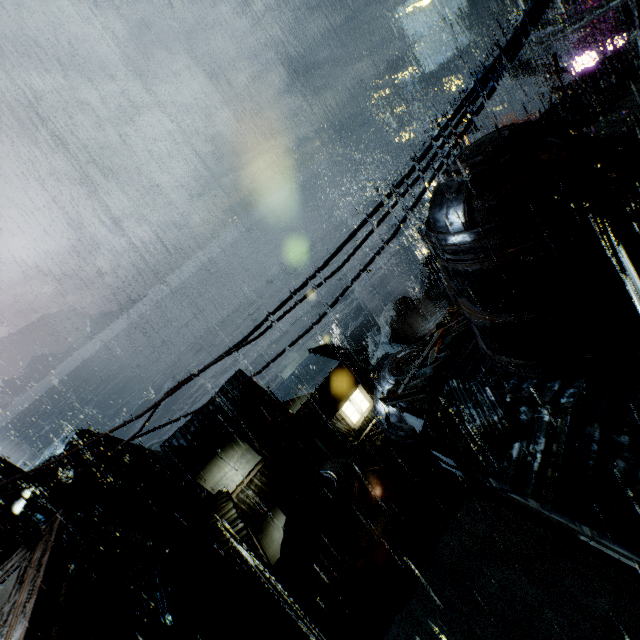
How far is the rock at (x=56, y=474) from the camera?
45.8 meters

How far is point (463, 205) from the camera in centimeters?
761cm

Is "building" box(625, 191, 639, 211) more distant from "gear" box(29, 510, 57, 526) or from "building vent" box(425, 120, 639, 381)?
"gear" box(29, 510, 57, 526)

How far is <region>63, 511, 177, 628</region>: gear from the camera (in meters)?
24.75

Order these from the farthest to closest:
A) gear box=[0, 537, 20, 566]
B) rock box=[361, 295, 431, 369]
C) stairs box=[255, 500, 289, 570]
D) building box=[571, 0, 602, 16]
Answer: rock box=[361, 295, 431, 369] < building box=[571, 0, 602, 16] < stairs box=[255, 500, 289, 570] < gear box=[0, 537, 20, 566]

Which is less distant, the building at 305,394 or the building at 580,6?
the building at 305,394

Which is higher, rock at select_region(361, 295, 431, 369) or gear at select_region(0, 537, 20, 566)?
gear at select_region(0, 537, 20, 566)

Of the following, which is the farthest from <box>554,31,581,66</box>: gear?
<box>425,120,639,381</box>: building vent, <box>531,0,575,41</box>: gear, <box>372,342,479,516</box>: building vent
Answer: <box>425,120,639,381</box>: building vent
